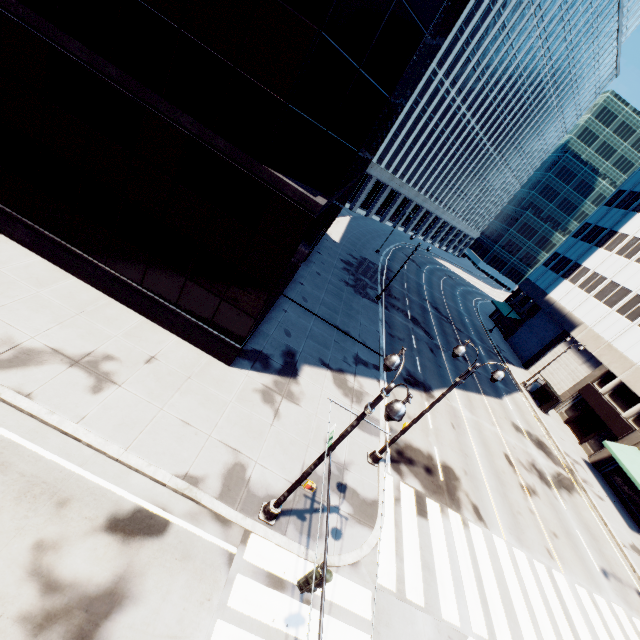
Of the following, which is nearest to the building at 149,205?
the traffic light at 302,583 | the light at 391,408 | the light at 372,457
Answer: the light at 391,408

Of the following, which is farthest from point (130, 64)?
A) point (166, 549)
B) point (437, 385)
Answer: point (437, 385)

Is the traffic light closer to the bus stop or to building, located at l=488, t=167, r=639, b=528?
building, located at l=488, t=167, r=639, b=528

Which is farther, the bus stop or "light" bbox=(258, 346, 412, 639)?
the bus stop

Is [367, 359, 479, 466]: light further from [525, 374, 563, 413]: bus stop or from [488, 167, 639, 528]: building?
[525, 374, 563, 413]: bus stop

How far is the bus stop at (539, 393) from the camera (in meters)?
33.25

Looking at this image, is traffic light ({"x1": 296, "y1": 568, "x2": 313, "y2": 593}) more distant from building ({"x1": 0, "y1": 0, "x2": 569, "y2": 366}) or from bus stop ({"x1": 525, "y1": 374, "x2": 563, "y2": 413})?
bus stop ({"x1": 525, "y1": 374, "x2": 563, "y2": 413})

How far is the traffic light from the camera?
6.2 meters
